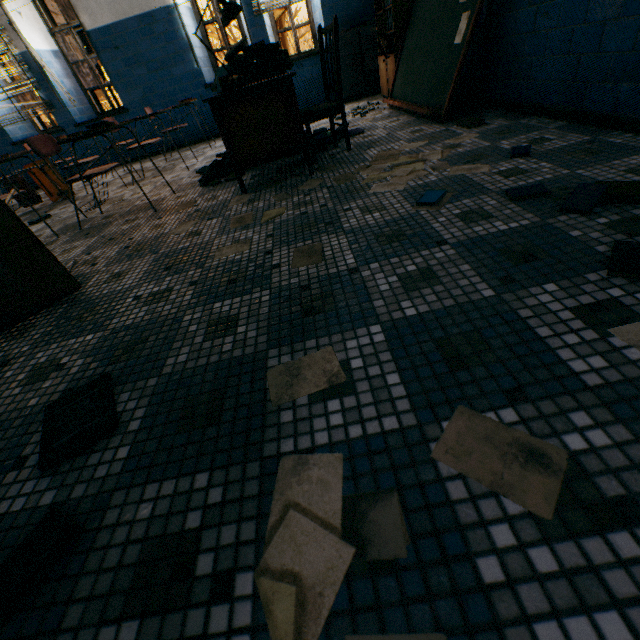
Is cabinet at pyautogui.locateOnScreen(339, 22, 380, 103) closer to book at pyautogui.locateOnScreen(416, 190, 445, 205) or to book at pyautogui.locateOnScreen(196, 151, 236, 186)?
book at pyautogui.locateOnScreen(196, 151, 236, 186)

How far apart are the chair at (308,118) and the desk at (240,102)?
0.28m

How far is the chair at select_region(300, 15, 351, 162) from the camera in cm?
265

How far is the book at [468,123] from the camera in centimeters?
Result: 270cm

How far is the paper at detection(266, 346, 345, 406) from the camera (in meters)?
0.93

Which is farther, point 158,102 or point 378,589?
point 158,102

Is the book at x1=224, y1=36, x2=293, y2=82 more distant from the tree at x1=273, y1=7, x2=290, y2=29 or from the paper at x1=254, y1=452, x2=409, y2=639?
the tree at x1=273, y1=7, x2=290, y2=29

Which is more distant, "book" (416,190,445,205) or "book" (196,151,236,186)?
"book" (196,151,236,186)
